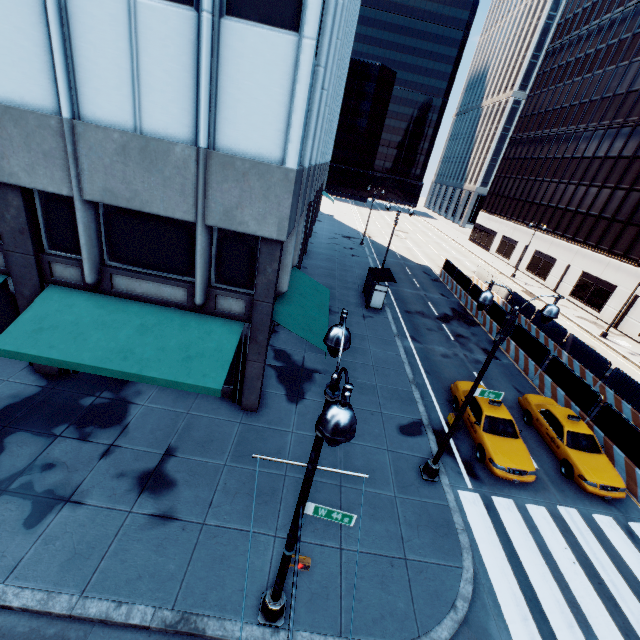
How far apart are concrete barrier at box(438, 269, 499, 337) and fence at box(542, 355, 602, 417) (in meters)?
0.01

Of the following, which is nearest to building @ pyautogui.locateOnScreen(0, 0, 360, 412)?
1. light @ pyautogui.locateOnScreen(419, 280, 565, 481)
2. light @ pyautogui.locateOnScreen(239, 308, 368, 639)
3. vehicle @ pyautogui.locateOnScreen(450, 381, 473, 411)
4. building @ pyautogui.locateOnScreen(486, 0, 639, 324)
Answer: light @ pyautogui.locateOnScreen(239, 308, 368, 639)

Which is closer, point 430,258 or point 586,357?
point 586,357

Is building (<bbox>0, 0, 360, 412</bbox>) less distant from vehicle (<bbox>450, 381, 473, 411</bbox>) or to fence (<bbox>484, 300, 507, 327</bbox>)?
vehicle (<bbox>450, 381, 473, 411</bbox>)

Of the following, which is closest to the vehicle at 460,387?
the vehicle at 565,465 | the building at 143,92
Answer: the vehicle at 565,465

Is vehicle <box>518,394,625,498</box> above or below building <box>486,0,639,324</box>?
below

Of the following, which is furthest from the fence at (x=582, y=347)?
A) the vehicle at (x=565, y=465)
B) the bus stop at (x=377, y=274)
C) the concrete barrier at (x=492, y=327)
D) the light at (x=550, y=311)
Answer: → the bus stop at (x=377, y=274)

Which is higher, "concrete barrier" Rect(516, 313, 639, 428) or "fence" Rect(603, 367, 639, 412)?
"fence" Rect(603, 367, 639, 412)
